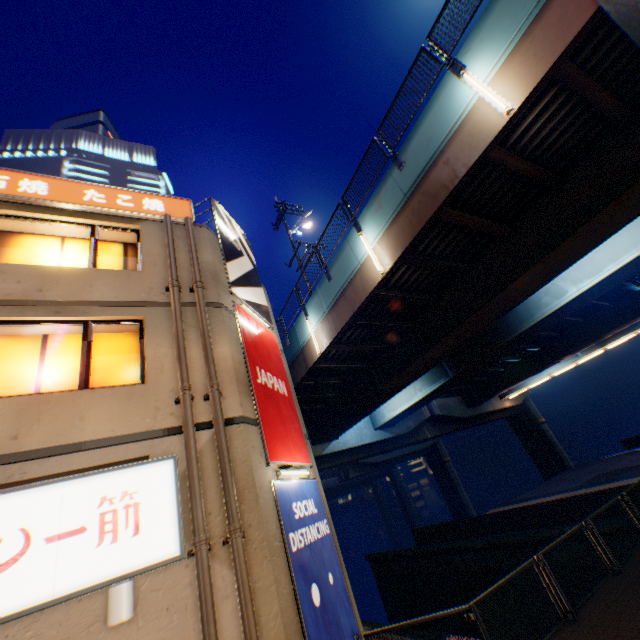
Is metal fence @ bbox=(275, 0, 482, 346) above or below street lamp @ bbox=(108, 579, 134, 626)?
above

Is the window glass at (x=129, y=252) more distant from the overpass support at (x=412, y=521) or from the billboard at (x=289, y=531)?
the overpass support at (x=412, y=521)

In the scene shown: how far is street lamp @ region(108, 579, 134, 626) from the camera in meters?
4.1

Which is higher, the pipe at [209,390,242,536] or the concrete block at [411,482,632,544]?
the pipe at [209,390,242,536]

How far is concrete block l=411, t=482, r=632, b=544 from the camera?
12.67m

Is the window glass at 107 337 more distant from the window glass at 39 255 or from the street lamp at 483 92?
the street lamp at 483 92

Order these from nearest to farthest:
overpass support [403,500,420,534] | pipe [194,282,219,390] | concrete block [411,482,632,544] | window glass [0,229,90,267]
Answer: pipe [194,282,219,390]
window glass [0,229,90,267]
concrete block [411,482,632,544]
overpass support [403,500,420,534]

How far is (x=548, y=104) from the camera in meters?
7.3 m
